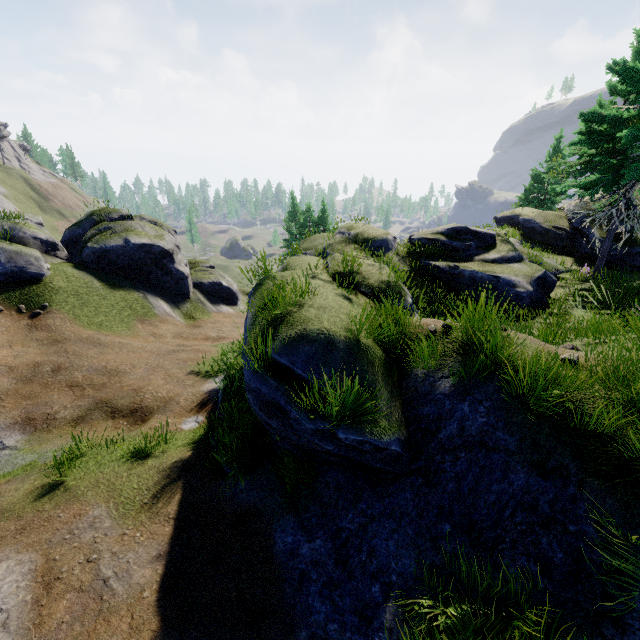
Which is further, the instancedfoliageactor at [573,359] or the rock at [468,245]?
the rock at [468,245]

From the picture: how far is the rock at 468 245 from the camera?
11.5 meters

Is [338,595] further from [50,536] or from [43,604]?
[50,536]

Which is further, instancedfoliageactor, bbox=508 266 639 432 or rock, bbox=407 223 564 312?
rock, bbox=407 223 564 312

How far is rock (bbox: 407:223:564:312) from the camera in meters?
11.5
